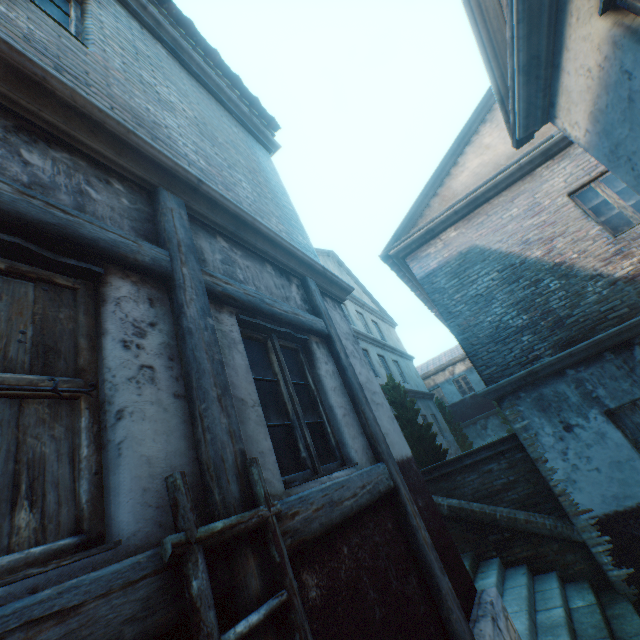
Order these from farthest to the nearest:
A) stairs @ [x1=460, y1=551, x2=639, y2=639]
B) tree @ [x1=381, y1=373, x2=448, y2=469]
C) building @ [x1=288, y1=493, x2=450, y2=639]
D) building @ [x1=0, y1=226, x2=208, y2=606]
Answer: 1. tree @ [x1=381, y1=373, x2=448, y2=469]
2. stairs @ [x1=460, y1=551, x2=639, y2=639]
3. building @ [x1=288, y1=493, x2=450, y2=639]
4. building @ [x1=0, y1=226, x2=208, y2=606]

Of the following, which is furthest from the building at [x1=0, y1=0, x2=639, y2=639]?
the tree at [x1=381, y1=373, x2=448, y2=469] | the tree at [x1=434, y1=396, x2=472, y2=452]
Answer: the tree at [x1=434, y1=396, x2=472, y2=452]

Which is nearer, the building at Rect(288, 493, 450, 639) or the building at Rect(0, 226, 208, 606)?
the building at Rect(0, 226, 208, 606)

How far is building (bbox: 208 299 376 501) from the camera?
2.0 meters

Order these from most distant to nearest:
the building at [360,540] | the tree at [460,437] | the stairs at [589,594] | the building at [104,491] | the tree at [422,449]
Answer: the tree at [460,437] → the tree at [422,449] → the stairs at [589,594] → the building at [360,540] → the building at [104,491]

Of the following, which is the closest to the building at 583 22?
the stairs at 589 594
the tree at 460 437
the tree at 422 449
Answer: the stairs at 589 594

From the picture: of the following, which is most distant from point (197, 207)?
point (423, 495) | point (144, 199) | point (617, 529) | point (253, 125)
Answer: point (617, 529)

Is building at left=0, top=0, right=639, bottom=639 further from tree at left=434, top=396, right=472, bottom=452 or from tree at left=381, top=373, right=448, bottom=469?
tree at left=434, top=396, right=472, bottom=452
